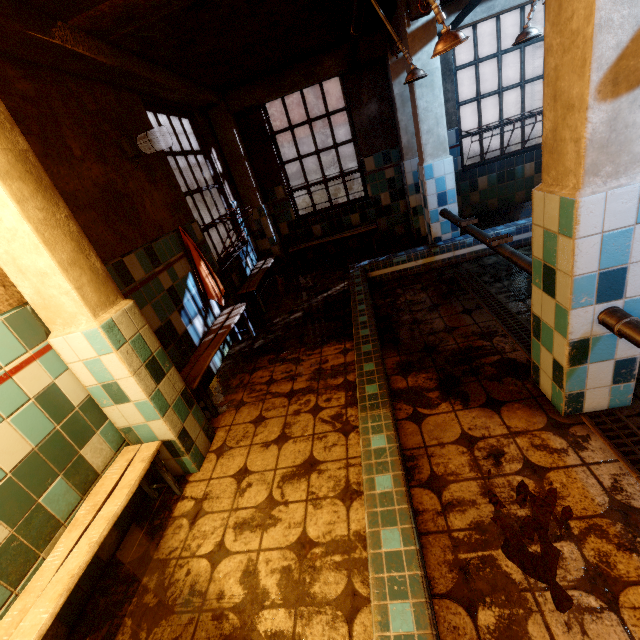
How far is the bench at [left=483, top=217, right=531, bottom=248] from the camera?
4.0m

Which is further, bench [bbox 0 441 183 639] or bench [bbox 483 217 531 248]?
bench [bbox 483 217 531 248]

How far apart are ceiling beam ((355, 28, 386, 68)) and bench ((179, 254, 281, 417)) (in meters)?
3.41

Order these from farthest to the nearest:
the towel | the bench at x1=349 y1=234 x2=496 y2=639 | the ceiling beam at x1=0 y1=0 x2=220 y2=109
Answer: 1. the towel
2. the ceiling beam at x1=0 y1=0 x2=220 y2=109
3. the bench at x1=349 y1=234 x2=496 y2=639

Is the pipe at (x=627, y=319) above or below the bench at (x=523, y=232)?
above

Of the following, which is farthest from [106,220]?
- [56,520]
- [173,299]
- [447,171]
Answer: [447,171]

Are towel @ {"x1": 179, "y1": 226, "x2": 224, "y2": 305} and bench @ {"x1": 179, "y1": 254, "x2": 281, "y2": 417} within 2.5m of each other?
yes

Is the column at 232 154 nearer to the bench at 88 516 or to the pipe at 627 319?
the bench at 88 516
